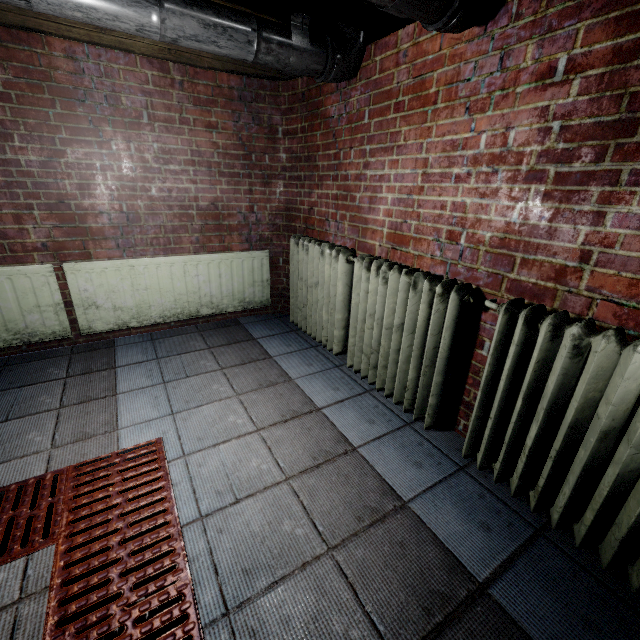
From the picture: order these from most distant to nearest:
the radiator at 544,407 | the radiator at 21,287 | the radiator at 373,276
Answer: the radiator at 21,287
the radiator at 373,276
the radiator at 544,407

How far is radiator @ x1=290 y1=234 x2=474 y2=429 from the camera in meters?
1.6 m

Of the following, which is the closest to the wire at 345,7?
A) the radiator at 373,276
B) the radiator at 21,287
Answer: the radiator at 373,276

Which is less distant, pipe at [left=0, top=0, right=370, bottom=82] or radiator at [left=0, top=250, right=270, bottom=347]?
pipe at [left=0, top=0, right=370, bottom=82]

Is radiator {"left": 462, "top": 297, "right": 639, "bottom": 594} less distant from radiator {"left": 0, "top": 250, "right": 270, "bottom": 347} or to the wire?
radiator {"left": 0, "top": 250, "right": 270, "bottom": 347}

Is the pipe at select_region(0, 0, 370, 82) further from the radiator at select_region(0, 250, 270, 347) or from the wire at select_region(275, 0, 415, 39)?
the radiator at select_region(0, 250, 270, 347)

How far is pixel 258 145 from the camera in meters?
2.7 m

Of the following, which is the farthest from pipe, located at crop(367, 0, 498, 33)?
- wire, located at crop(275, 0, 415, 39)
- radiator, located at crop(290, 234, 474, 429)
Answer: radiator, located at crop(290, 234, 474, 429)
